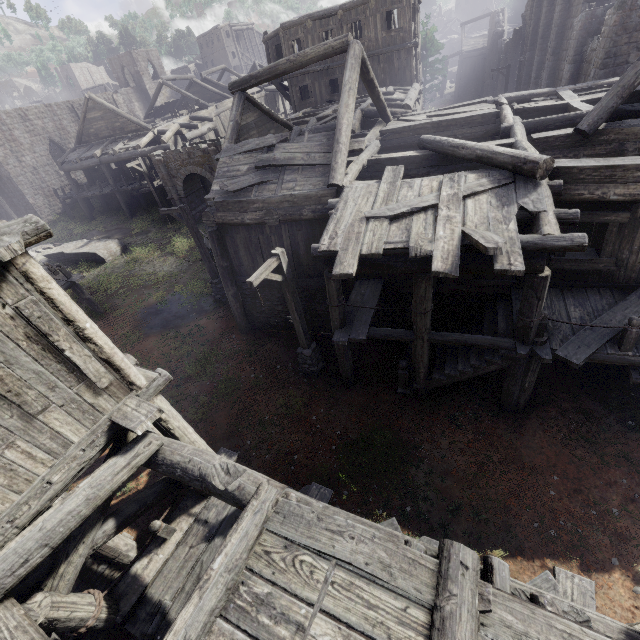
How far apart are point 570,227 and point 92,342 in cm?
1008

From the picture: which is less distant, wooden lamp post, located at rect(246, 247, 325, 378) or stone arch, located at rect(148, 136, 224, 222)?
wooden lamp post, located at rect(246, 247, 325, 378)

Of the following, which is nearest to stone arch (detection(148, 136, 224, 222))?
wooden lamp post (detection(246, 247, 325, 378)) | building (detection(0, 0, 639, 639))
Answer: building (detection(0, 0, 639, 639))

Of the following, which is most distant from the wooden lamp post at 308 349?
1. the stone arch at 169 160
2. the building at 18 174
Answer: the stone arch at 169 160

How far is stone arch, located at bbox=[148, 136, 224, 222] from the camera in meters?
21.4

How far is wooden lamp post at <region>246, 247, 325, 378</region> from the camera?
8.26m

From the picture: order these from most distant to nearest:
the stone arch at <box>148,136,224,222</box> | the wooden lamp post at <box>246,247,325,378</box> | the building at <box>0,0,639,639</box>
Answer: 1. the stone arch at <box>148,136,224,222</box>
2. the wooden lamp post at <box>246,247,325,378</box>
3. the building at <box>0,0,639,639</box>
